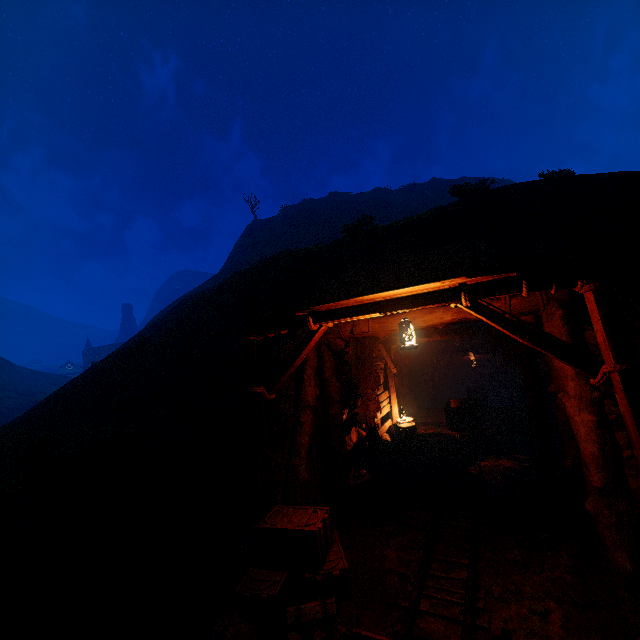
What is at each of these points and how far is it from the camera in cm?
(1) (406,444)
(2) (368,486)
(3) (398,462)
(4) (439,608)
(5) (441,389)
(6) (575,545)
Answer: (1) barrel, 1015
(2) instancedfoliageactor, 826
(3) instancedfoliageactor, 962
(4) tracks, 442
(5) burlap sack, 2130
(6) instancedfoliageactor, 501

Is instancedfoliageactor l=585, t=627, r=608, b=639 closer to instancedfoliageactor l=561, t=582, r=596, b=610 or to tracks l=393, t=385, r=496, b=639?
instancedfoliageactor l=561, t=582, r=596, b=610

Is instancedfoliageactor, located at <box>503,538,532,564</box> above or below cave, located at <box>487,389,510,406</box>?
above

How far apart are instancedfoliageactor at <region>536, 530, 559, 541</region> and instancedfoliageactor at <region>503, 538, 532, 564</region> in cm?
52

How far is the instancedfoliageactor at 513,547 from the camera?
5.1 meters

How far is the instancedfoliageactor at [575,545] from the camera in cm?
491

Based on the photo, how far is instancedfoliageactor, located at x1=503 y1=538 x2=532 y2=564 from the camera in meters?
5.1 m

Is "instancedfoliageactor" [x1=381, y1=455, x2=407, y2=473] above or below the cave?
above
